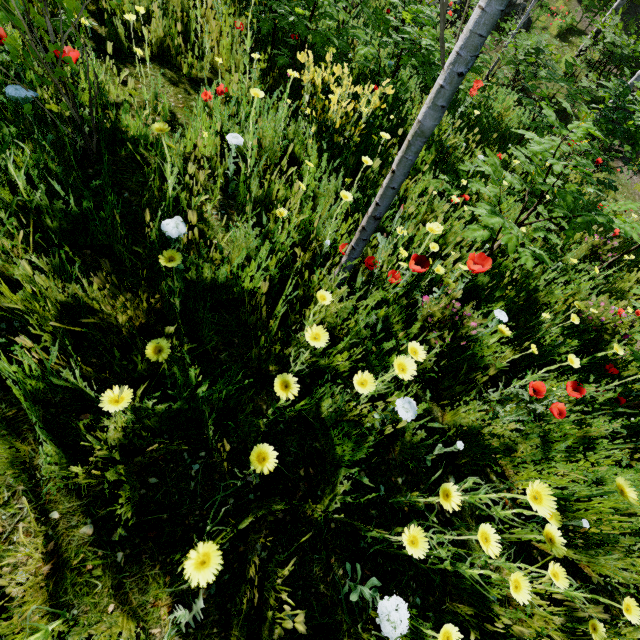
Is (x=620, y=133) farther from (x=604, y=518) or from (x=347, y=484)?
(x=347, y=484)

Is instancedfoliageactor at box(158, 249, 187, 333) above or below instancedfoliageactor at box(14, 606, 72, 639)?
above

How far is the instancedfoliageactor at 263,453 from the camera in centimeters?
88cm

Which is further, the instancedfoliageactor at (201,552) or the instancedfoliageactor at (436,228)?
the instancedfoliageactor at (436,228)

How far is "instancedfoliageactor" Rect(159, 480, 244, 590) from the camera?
0.7m
